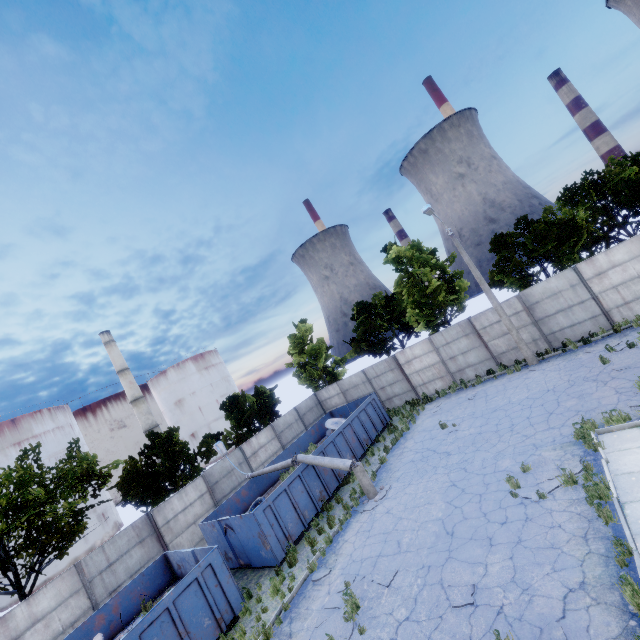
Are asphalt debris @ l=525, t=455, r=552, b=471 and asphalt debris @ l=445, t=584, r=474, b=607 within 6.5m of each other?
yes

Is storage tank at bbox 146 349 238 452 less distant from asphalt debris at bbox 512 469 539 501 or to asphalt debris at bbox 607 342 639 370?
asphalt debris at bbox 512 469 539 501

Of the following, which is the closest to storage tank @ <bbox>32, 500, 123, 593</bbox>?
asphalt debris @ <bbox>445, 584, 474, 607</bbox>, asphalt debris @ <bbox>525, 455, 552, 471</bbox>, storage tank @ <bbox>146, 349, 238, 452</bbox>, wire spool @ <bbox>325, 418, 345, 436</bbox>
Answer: storage tank @ <bbox>146, 349, 238, 452</bbox>

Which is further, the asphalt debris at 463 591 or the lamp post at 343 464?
the lamp post at 343 464

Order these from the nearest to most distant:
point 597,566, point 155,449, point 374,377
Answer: A:
point 597,566
point 155,449
point 374,377

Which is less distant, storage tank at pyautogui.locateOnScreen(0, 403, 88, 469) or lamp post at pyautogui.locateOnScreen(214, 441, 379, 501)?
lamp post at pyautogui.locateOnScreen(214, 441, 379, 501)

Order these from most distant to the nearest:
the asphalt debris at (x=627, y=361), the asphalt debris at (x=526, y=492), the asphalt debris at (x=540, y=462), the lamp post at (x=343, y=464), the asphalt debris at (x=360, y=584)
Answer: the lamp post at (x=343, y=464) < the asphalt debris at (x=627, y=361) < the asphalt debris at (x=540, y=462) < the asphalt debris at (x=526, y=492) < the asphalt debris at (x=360, y=584)

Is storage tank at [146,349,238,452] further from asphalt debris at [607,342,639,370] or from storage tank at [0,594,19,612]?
asphalt debris at [607,342,639,370]
